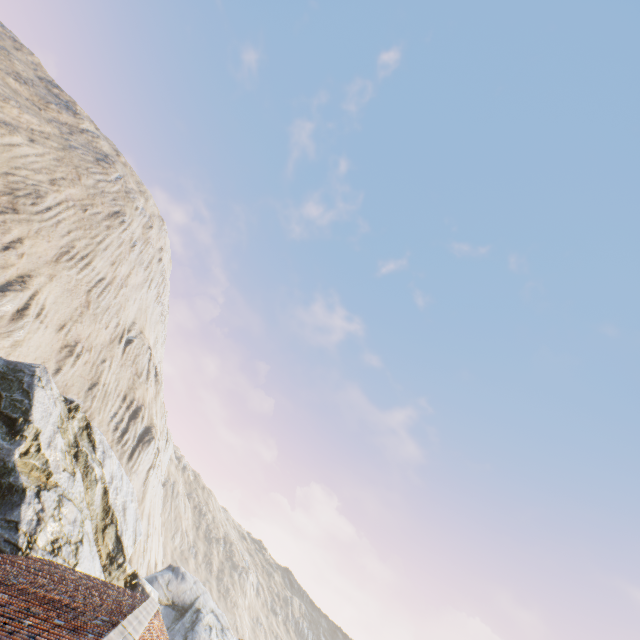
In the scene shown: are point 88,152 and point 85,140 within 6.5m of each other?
yes
